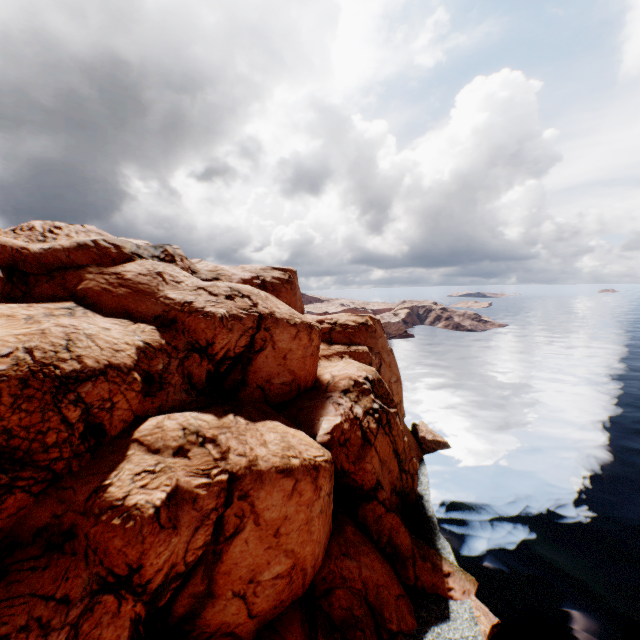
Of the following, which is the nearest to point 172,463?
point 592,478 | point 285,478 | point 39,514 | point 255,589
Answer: point 39,514
